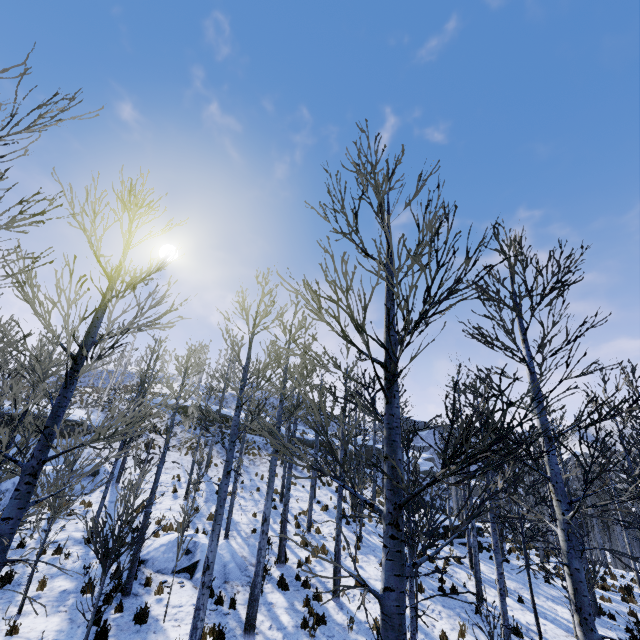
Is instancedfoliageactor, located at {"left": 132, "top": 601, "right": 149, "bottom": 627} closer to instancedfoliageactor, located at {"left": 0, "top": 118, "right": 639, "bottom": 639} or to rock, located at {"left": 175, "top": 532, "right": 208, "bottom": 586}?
rock, located at {"left": 175, "top": 532, "right": 208, "bottom": 586}

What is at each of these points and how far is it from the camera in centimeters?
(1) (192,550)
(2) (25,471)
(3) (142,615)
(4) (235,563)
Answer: (1) rock, 1166cm
(2) instancedfoliageactor, 338cm
(3) instancedfoliageactor, 819cm
(4) rock, 1177cm

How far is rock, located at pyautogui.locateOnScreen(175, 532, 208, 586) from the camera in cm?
1063

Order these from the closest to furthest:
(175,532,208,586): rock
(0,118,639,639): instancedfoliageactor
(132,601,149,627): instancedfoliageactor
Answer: (0,118,639,639): instancedfoliageactor
(132,601,149,627): instancedfoliageactor
(175,532,208,586): rock

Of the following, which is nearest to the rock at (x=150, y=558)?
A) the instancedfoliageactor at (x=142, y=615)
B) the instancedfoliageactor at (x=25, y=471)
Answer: the instancedfoliageactor at (x=142, y=615)

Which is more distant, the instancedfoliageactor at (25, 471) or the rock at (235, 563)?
the rock at (235, 563)

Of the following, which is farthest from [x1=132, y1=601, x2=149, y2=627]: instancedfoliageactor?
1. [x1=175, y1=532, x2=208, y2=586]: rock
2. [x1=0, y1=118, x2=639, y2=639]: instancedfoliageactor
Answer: [x1=0, y1=118, x2=639, y2=639]: instancedfoliageactor
